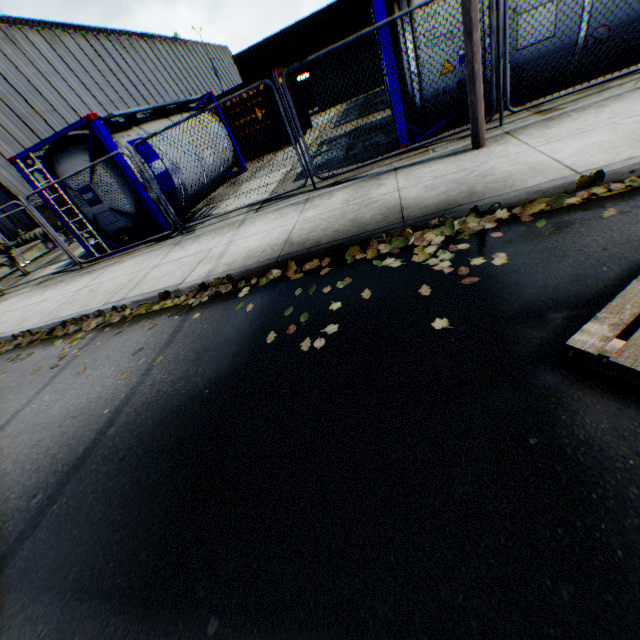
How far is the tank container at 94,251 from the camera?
8.1m

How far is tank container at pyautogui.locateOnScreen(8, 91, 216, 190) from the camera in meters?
7.6 m

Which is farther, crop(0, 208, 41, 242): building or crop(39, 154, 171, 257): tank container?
crop(0, 208, 41, 242): building

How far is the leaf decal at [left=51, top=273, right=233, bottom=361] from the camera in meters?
5.0

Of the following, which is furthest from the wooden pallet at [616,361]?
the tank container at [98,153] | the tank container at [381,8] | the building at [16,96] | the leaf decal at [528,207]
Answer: the building at [16,96]

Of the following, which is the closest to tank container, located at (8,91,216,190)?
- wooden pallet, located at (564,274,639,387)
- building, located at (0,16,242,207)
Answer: wooden pallet, located at (564,274,639,387)

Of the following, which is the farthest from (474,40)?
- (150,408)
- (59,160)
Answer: (59,160)
